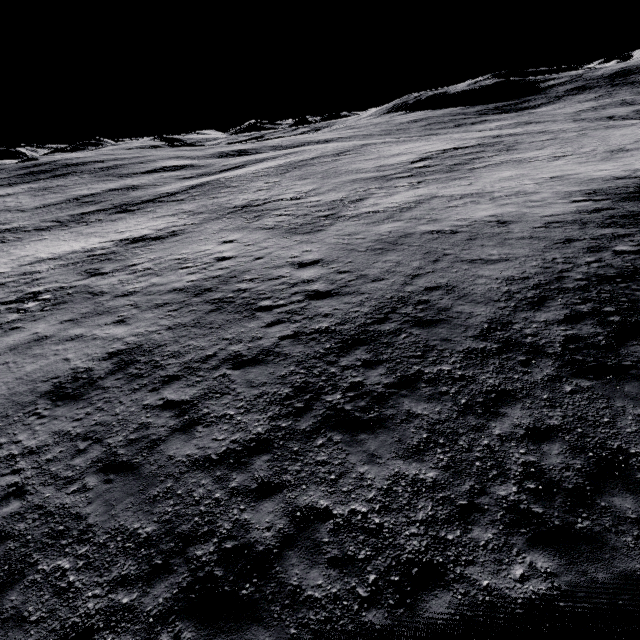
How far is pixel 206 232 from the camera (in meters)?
23.41
